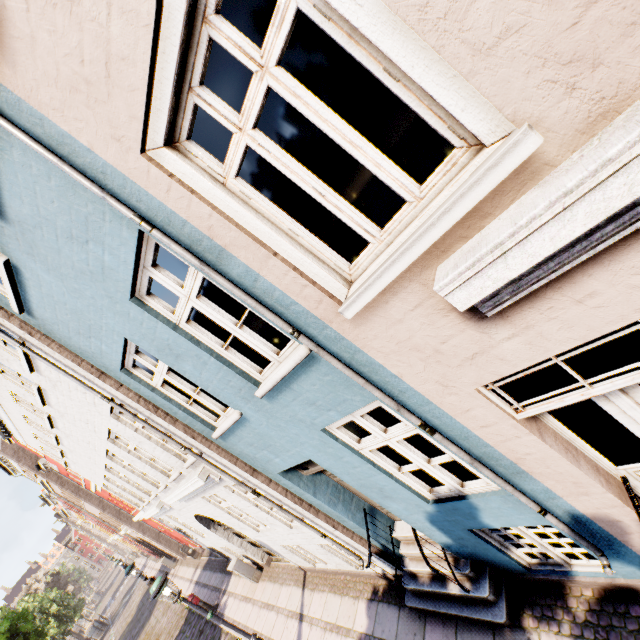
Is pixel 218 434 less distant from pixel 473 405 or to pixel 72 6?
pixel 473 405

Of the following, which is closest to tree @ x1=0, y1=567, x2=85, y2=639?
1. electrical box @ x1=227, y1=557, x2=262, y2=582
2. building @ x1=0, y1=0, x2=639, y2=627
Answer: building @ x1=0, y1=0, x2=639, y2=627

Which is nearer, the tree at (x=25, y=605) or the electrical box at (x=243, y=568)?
the electrical box at (x=243, y=568)

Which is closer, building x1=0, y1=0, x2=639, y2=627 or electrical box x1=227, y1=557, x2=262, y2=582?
building x1=0, y1=0, x2=639, y2=627

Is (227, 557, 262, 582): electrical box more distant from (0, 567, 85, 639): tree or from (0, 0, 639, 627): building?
(0, 567, 85, 639): tree

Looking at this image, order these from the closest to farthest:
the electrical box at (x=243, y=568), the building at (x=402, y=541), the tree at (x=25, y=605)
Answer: the building at (x=402, y=541) < the electrical box at (x=243, y=568) < the tree at (x=25, y=605)

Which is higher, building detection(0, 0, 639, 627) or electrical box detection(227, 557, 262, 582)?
building detection(0, 0, 639, 627)
